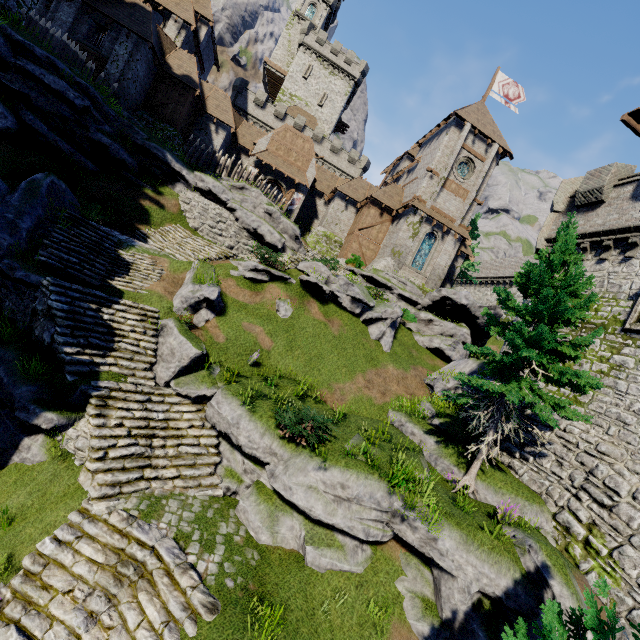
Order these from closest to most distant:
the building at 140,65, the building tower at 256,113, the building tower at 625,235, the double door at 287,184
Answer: the building tower at 625,235 < the building at 140,65 < the double door at 287,184 < the building tower at 256,113

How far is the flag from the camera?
32.6m

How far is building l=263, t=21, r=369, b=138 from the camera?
49.66m

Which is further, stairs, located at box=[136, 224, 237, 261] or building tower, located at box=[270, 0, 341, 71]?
building tower, located at box=[270, 0, 341, 71]

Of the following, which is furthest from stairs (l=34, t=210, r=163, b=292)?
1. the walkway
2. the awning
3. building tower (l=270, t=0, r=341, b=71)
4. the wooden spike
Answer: building tower (l=270, t=0, r=341, b=71)

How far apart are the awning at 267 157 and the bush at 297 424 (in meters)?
25.80

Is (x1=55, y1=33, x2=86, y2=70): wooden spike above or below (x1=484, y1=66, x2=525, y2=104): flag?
below

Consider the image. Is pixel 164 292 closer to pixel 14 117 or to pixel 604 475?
pixel 14 117
